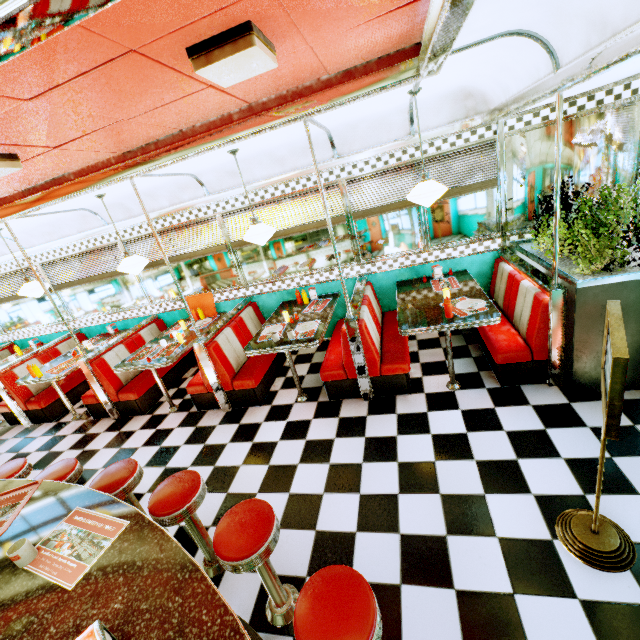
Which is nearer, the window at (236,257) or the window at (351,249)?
the window at (351,249)

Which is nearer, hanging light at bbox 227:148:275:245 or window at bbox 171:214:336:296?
hanging light at bbox 227:148:275:245

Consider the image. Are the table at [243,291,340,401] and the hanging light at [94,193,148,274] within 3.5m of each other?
yes

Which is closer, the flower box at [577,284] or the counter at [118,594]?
the counter at [118,594]

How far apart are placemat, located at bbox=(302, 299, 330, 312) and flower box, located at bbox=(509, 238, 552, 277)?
2.5 meters

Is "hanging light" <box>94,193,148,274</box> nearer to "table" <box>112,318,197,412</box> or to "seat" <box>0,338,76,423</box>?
"table" <box>112,318,197,412</box>

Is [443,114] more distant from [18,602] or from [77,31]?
[18,602]

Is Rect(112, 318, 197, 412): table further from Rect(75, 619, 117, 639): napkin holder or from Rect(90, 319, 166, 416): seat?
Rect(75, 619, 117, 639): napkin holder
